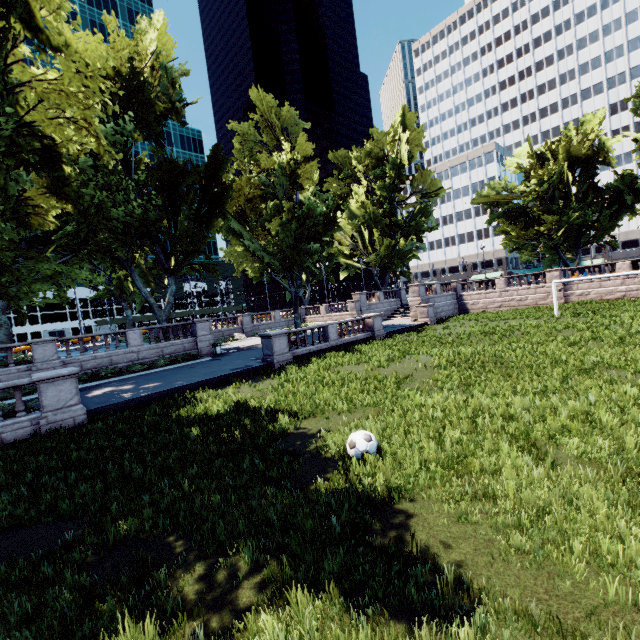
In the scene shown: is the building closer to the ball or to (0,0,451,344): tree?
(0,0,451,344): tree

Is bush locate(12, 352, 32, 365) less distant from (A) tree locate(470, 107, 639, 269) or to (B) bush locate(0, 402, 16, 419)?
(A) tree locate(470, 107, 639, 269)

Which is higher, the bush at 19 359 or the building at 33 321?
the building at 33 321

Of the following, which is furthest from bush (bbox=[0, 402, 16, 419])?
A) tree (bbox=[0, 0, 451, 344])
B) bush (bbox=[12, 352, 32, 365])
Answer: bush (bbox=[12, 352, 32, 365])

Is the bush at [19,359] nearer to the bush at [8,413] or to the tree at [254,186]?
the tree at [254,186]

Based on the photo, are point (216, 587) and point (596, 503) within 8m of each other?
yes

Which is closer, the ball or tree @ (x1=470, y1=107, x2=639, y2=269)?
the ball

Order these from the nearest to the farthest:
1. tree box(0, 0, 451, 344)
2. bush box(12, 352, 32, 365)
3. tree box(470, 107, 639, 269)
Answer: tree box(0, 0, 451, 344)
bush box(12, 352, 32, 365)
tree box(470, 107, 639, 269)
